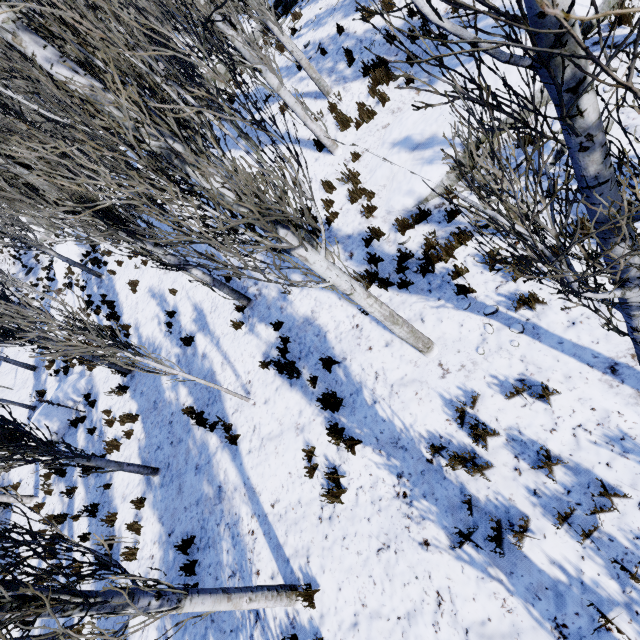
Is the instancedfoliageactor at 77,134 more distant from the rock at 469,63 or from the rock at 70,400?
the rock at 70,400

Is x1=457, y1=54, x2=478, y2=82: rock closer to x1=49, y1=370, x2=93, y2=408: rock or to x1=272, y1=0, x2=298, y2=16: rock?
x1=272, y1=0, x2=298, y2=16: rock

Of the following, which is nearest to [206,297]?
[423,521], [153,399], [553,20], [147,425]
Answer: [153,399]

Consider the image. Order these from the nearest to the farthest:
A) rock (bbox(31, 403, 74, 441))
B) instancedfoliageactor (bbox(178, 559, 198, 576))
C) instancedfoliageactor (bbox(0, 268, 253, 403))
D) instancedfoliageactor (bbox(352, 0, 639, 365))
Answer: instancedfoliageactor (bbox(352, 0, 639, 365)) → instancedfoliageactor (bbox(0, 268, 253, 403)) → instancedfoliageactor (bbox(178, 559, 198, 576)) → rock (bbox(31, 403, 74, 441))

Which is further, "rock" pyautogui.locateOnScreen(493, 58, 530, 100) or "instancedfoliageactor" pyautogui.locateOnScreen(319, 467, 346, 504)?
"rock" pyautogui.locateOnScreen(493, 58, 530, 100)

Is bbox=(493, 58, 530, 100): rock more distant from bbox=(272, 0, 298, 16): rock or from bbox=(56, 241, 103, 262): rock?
bbox=(56, 241, 103, 262): rock

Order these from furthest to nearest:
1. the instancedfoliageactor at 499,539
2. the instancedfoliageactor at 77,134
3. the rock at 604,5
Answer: the rock at 604,5
the instancedfoliageactor at 499,539
the instancedfoliageactor at 77,134

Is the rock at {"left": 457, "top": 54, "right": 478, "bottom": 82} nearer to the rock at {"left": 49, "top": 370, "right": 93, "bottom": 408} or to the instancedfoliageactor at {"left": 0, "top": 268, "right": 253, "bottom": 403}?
the instancedfoliageactor at {"left": 0, "top": 268, "right": 253, "bottom": 403}
